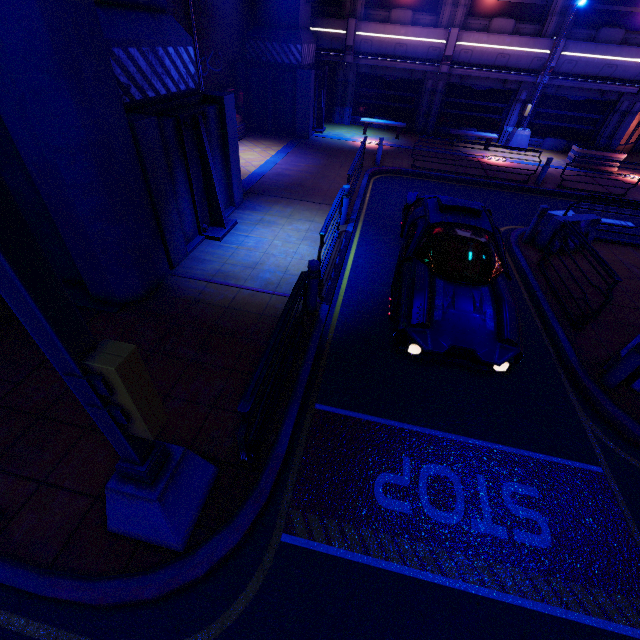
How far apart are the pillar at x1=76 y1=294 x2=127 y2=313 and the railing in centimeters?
329cm

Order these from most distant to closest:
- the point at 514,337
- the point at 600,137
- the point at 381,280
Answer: the point at 600,137, the point at 381,280, the point at 514,337

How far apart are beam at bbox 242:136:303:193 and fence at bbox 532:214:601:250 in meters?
8.8

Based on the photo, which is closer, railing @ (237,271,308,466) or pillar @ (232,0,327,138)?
railing @ (237,271,308,466)

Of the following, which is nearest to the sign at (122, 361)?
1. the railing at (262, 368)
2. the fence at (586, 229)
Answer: the railing at (262, 368)

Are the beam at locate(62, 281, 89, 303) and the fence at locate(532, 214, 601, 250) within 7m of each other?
no

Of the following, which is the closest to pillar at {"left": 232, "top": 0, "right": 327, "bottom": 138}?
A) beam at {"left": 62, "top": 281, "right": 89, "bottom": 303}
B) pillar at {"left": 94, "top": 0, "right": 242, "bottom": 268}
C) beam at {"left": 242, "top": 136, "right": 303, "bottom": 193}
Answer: beam at {"left": 242, "top": 136, "right": 303, "bottom": 193}

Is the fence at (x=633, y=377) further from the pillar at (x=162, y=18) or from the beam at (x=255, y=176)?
the beam at (x=255, y=176)
